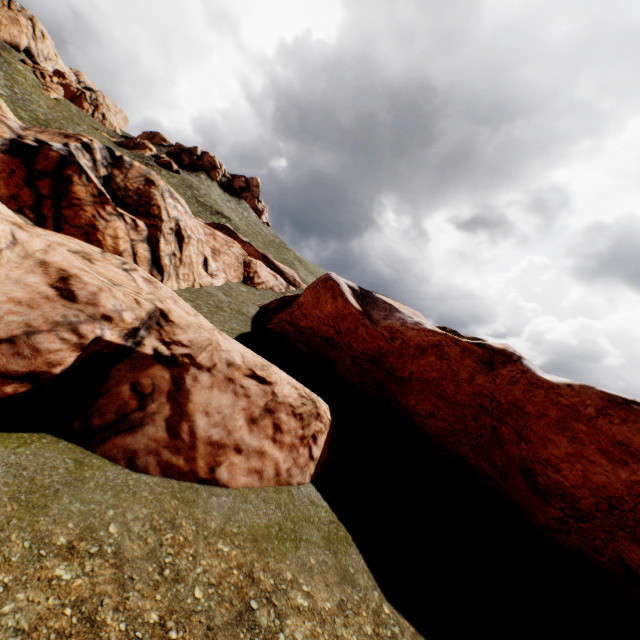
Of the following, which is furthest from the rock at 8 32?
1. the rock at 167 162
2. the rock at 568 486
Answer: the rock at 568 486

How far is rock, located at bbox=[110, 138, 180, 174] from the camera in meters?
55.8

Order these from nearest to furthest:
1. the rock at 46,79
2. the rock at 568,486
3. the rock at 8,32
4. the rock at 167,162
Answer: the rock at 568,486, the rock at 46,79, the rock at 8,32, the rock at 167,162

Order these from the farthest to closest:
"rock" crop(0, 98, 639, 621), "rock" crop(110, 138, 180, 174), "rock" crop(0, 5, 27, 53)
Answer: "rock" crop(110, 138, 180, 174) → "rock" crop(0, 5, 27, 53) → "rock" crop(0, 98, 639, 621)

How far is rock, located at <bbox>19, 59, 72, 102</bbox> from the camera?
52.3 meters

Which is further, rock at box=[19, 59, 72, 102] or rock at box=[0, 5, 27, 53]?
rock at box=[0, 5, 27, 53]

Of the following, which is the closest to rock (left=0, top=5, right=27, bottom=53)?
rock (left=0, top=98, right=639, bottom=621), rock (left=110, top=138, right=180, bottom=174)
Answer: rock (left=110, top=138, right=180, bottom=174)

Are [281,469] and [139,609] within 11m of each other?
yes
